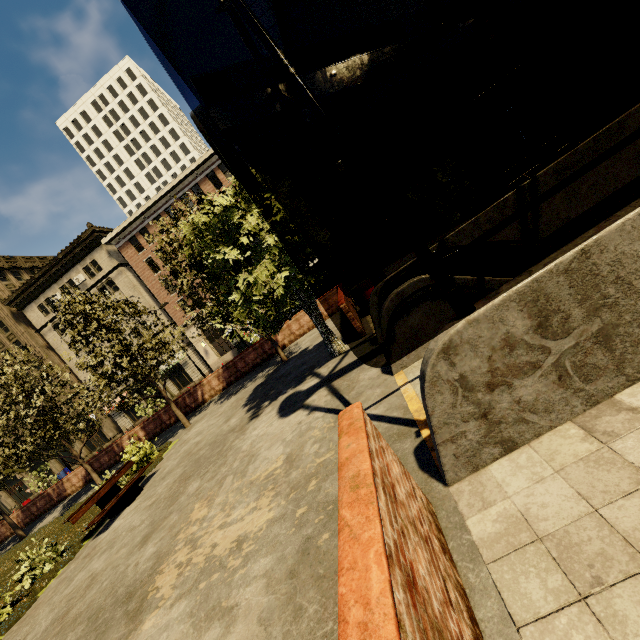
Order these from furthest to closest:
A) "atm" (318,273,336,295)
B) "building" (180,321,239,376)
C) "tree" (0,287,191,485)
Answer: "building" (180,321,239,376)
"atm" (318,273,336,295)
"tree" (0,287,191,485)

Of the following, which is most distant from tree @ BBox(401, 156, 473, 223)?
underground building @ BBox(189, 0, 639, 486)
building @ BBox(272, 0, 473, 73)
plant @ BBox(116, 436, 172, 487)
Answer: building @ BBox(272, 0, 473, 73)

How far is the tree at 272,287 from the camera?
8.1m

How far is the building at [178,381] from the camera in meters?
40.0

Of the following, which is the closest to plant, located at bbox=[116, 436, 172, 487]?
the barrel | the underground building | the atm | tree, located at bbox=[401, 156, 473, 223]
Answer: tree, located at bbox=[401, 156, 473, 223]

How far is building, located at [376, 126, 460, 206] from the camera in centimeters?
3388cm

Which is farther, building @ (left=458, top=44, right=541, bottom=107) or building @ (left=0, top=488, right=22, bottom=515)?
building @ (left=0, top=488, right=22, bottom=515)

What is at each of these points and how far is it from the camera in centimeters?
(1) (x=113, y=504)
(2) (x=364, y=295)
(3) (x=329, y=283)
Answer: (1) bench, 931cm
(2) barrel, 1178cm
(3) atm, 1798cm
